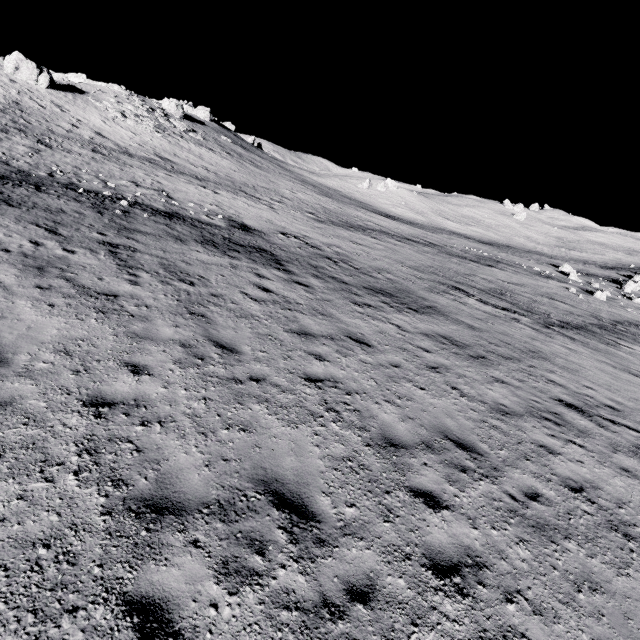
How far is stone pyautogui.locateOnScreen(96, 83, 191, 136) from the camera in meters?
37.9 m

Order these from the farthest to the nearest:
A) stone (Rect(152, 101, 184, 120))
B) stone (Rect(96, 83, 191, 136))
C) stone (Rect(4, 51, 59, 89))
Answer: stone (Rect(152, 101, 184, 120))
stone (Rect(96, 83, 191, 136))
stone (Rect(4, 51, 59, 89))

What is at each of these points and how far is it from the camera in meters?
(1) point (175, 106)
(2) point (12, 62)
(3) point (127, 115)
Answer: (1) stone, 51.6
(2) stone, 32.6
(3) stone, 39.1

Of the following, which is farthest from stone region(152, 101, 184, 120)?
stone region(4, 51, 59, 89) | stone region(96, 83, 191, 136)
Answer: stone region(4, 51, 59, 89)

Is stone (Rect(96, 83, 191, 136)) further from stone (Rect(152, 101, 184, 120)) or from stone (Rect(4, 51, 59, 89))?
stone (Rect(152, 101, 184, 120))

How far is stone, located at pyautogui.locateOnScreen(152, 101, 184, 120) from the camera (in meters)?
50.70

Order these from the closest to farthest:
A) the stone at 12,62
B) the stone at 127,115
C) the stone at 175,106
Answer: the stone at 12,62
the stone at 127,115
the stone at 175,106

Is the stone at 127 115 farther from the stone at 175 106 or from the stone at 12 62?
the stone at 175 106
